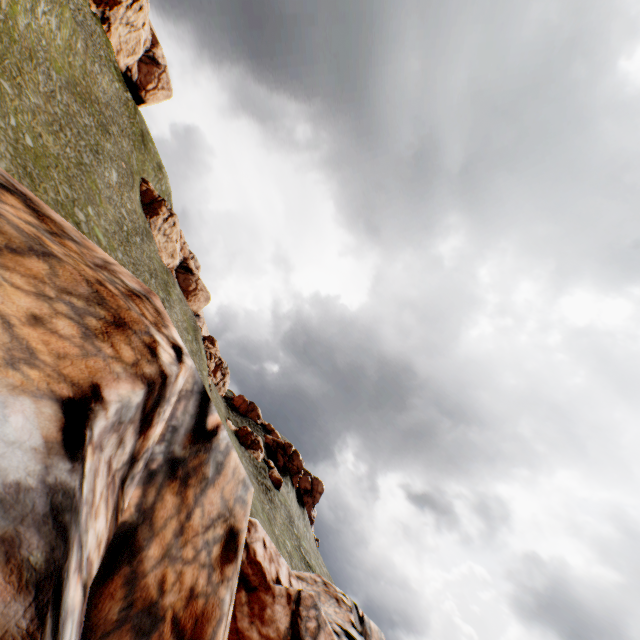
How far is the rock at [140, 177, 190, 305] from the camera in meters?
54.9

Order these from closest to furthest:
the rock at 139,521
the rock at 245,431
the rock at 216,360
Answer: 1. the rock at 139,521
2. the rock at 245,431
3. the rock at 216,360

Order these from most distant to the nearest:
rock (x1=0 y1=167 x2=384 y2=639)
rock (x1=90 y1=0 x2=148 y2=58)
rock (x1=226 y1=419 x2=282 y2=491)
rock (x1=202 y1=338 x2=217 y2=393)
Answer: rock (x1=90 y1=0 x2=148 y2=58)
rock (x1=202 y1=338 x2=217 y2=393)
rock (x1=226 y1=419 x2=282 y2=491)
rock (x1=0 y1=167 x2=384 y2=639)

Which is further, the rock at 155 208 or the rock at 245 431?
the rock at 155 208

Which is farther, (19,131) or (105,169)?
(105,169)

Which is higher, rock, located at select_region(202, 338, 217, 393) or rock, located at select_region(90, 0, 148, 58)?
rock, located at select_region(90, 0, 148, 58)

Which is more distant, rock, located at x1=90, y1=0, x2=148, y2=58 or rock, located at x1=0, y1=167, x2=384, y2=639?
rock, located at x1=90, y1=0, x2=148, y2=58
